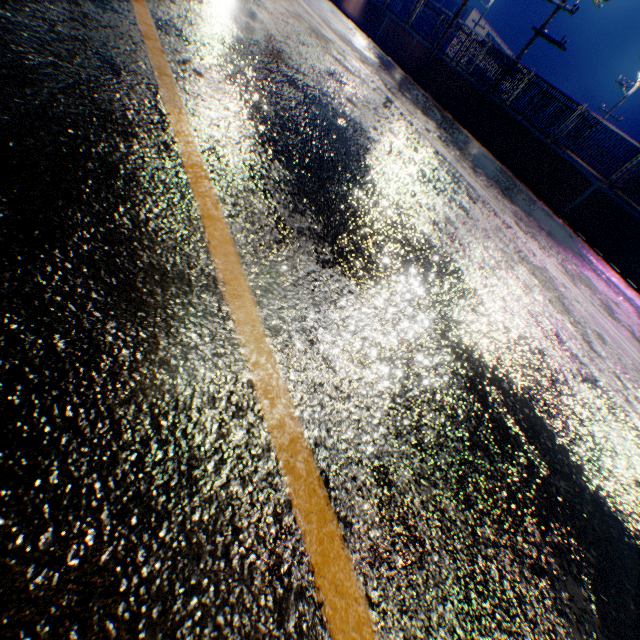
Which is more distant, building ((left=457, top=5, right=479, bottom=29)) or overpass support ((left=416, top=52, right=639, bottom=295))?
building ((left=457, top=5, right=479, bottom=29))

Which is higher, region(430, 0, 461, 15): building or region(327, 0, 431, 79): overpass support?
region(430, 0, 461, 15): building

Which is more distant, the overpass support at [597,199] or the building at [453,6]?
the building at [453,6]

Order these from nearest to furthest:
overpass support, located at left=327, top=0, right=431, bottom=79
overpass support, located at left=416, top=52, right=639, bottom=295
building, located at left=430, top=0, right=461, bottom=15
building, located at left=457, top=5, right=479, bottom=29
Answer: overpass support, located at left=416, top=52, right=639, bottom=295 < overpass support, located at left=327, top=0, right=431, bottom=79 < building, located at left=457, top=5, right=479, bottom=29 < building, located at left=430, top=0, right=461, bottom=15

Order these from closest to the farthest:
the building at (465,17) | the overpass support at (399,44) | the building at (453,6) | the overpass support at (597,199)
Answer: the overpass support at (597,199) → the overpass support at (399,44) → the building at (465,17) → the building at (453,6)

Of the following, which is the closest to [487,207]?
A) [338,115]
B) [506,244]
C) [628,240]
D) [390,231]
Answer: [506,244]

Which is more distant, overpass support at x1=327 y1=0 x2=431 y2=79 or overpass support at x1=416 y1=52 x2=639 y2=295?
overpass support at x1=327 y1=0 x2=431 y2=79
